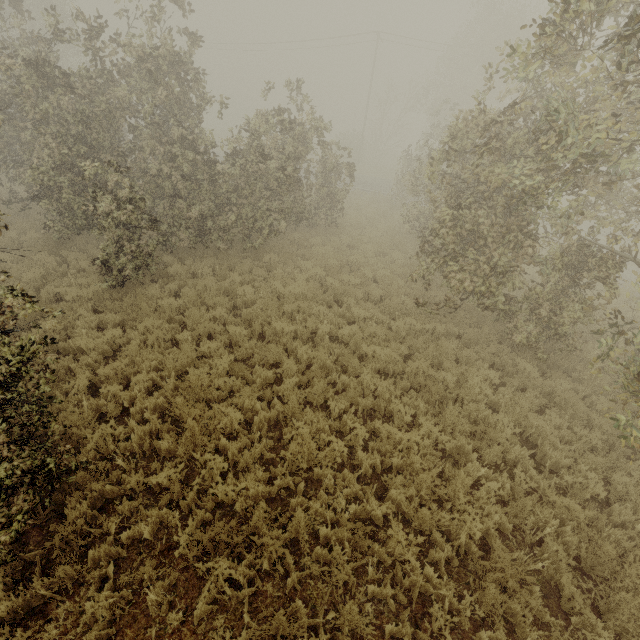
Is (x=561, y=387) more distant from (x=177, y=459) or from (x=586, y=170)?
(x=177, y=459)
